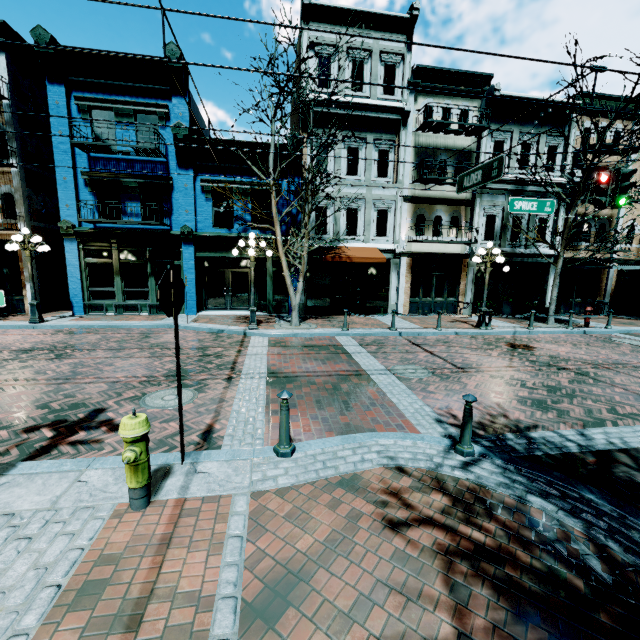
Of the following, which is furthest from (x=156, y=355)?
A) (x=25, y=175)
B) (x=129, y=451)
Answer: (x=25, y=175)

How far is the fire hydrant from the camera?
3.1 meters

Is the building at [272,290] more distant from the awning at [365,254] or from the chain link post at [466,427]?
A: the chain link post at [466,427]

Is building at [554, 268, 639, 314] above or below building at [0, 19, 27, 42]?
below

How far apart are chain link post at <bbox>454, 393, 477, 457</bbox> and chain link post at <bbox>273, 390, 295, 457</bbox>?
2.31m

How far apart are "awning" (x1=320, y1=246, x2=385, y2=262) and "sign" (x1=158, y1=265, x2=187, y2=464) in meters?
11.3 m

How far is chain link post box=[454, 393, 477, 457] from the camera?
4.5m

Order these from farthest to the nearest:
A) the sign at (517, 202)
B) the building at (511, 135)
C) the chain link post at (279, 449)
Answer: the building at (511, 135) < the sign at (517, 202) < the chain link post at (279, 449)
